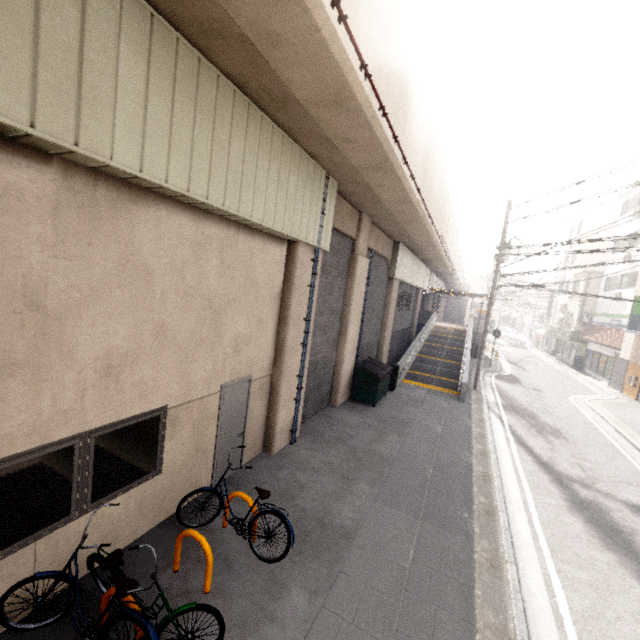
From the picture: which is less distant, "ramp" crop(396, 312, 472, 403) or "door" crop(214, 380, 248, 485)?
"door" crop(214, 380, 248, 485)

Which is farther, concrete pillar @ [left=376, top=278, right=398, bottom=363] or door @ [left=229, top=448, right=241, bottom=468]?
concrete pillar @ [left=376, top=278, right=398, bottom=363]

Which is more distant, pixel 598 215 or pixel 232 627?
pixel 598 215

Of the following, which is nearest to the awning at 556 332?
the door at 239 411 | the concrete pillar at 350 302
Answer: the concrete pillar at 350 302

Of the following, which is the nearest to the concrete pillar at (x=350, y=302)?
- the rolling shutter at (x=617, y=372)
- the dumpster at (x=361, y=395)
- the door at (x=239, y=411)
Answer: the dumpster at (x=361, y=395)

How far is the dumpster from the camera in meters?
11.9 m

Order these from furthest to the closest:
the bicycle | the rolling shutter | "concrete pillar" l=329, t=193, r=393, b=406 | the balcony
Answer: the rolling shutter
the balcony
"concrete pillar" l=329, t=193, r=393, b=406
the bicycle

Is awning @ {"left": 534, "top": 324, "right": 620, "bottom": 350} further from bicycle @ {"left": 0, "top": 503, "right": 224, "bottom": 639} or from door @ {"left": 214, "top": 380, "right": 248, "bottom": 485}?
bicycle @ {"left": 0, "top": 503, "right": 224, "bottom": 639}
